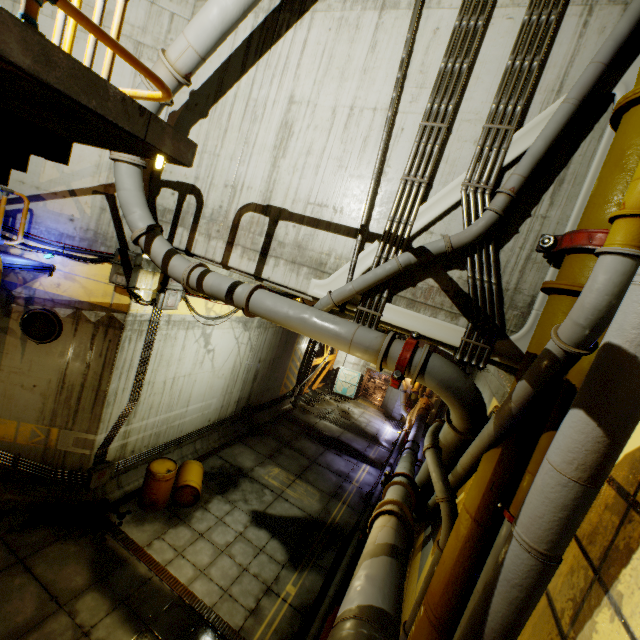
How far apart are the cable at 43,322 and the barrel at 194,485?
4.1m

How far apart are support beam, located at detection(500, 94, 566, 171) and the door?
19.8m

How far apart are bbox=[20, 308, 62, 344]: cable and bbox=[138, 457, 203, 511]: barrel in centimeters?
409cm

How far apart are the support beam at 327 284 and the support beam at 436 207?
0.34m

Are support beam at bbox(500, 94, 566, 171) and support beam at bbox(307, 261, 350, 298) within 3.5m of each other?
yes

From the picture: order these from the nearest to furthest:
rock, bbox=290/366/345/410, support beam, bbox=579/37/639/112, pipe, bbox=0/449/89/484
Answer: support beam, bbox=579/37/639/112 < pipe, bbox=0/449/89/484 < rock, bbox=290/366/345/410

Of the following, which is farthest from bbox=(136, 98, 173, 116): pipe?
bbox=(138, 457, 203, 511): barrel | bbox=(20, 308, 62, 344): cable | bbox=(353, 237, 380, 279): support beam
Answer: bbox=(138, 457, 203, 511): barrel

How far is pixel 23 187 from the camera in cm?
694
